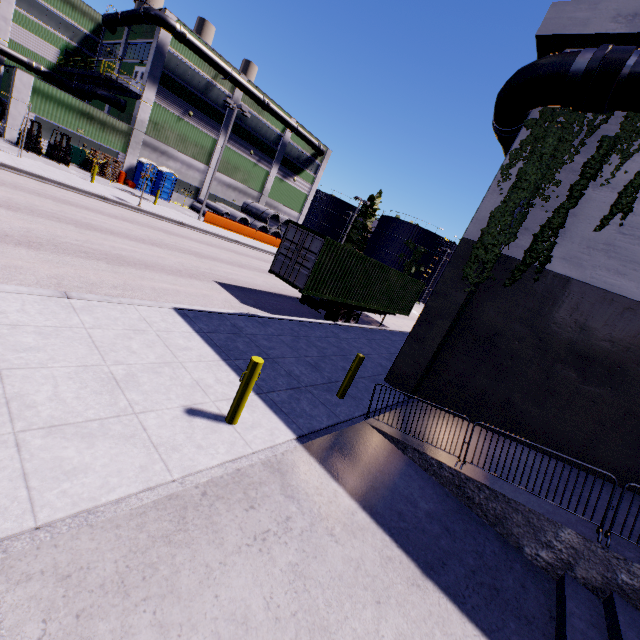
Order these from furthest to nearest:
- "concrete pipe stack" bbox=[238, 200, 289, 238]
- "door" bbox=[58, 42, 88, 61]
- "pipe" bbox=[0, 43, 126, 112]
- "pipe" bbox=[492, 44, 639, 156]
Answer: "concrete pipe stack" bbox=[238, 200, 289, 238] → "door" bbox=[58, 42, 88, 61] → "pipe" bbox=[0, 43, 126, 112] → "pipe" bbox=[492, 44, 639, 156]

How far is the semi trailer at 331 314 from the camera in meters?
15.1

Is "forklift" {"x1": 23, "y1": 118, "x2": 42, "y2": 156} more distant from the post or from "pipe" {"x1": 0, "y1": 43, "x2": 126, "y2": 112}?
the post

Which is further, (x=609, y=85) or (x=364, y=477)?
(x=609, y=85)

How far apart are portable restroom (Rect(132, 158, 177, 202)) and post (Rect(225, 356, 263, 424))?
27.4m

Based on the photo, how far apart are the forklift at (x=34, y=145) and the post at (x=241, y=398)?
27.17m

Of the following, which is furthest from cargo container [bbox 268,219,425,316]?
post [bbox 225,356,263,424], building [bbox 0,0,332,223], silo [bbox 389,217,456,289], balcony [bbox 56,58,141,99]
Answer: balcony [bbox 56,58,141,99]

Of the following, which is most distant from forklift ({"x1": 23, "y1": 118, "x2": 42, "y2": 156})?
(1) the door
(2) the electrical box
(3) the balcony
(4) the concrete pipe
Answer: (1) the door
